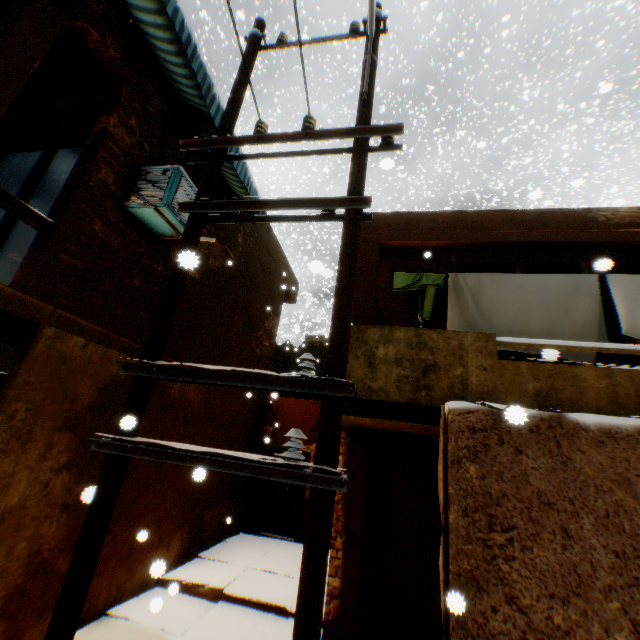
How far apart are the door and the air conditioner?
7.57m

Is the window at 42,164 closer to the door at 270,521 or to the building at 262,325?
the building at 262,325

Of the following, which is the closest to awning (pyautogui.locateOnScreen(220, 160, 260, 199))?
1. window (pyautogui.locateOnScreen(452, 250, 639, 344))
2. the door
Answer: window (pyautogui.locateOnScreen(452, 250, 639, 344))

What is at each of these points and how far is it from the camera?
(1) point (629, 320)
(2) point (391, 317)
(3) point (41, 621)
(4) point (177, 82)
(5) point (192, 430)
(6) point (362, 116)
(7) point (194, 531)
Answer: (1) clothes, 4.2m
(2) building, 5.7m
(3) building, 4.1m
(4) awning, 5.3m
(5) building, 7.2m
(6) electric pole, 3.7m
(7) building, 7.5m

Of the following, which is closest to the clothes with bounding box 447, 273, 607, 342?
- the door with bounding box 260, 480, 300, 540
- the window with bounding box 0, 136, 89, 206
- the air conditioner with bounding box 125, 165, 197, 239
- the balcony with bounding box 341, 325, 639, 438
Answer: the balcony with bounding box 341, 325, 639, 438

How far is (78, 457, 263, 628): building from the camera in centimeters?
510cm

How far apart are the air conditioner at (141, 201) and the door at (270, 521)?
7.57m
